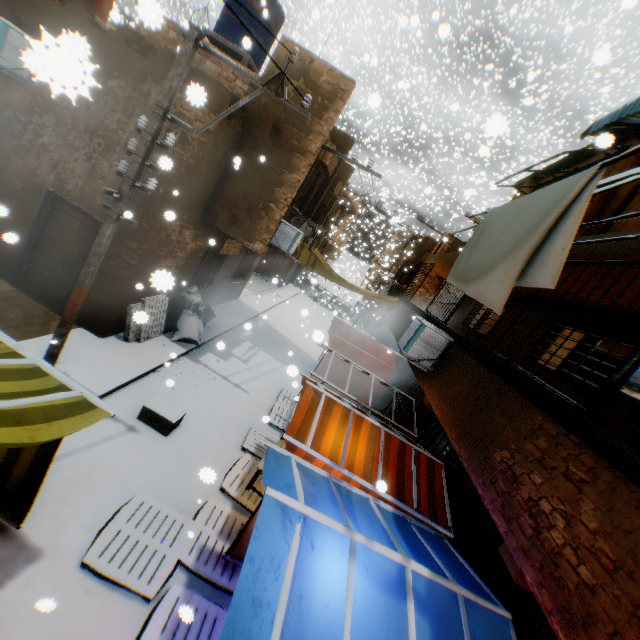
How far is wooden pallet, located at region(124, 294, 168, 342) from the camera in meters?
8.2

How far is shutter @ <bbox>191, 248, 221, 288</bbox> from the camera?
10.6 meters

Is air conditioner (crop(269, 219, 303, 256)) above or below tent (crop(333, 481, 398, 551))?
above

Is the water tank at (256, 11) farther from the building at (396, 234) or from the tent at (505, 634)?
the building at (396, 234)

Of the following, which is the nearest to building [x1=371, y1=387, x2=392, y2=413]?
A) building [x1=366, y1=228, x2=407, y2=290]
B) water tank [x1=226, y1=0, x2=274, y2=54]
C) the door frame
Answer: the door frame

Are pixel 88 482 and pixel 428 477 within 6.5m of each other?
yes

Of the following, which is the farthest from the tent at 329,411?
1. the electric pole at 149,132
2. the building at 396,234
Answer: the building at 396,234

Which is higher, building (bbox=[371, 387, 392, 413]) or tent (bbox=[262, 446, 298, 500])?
tent (bbox=[262, 446, 298, 500])
